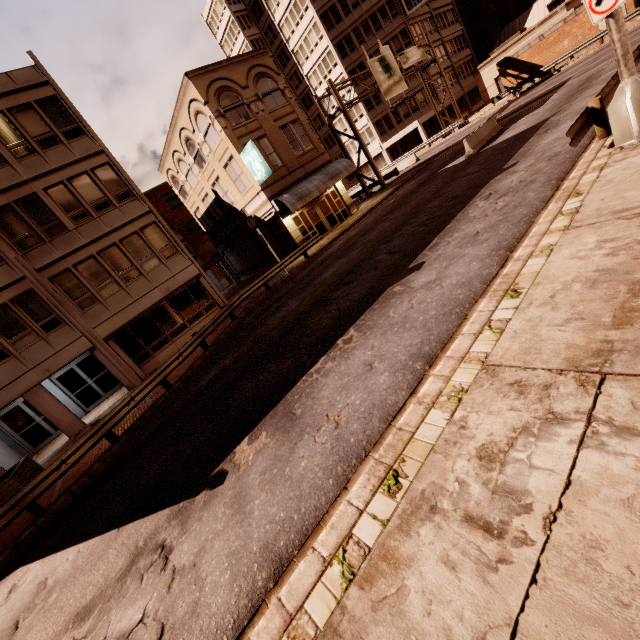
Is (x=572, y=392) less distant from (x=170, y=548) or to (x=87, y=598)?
(x=170, y=548)

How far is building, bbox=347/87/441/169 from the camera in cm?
4644

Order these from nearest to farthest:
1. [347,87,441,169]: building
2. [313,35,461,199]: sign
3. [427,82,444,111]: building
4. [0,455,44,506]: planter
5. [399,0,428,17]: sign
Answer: [0,455,44,506]: planter
[313,35,461,199]: sign
[399,0,428,17]: sign
[427,82,444,111]: building
[347,87,441,169]: building

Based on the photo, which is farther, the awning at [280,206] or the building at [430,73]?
the building at [430,73]

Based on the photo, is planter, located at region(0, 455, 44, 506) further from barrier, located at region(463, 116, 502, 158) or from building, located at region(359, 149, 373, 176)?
building, located at region(359, 149, 373, 176)

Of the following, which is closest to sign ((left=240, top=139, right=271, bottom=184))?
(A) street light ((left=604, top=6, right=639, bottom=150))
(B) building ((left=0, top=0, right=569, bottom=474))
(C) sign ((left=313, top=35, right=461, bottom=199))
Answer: (B) building ((left=0, top=0, right=569, bottom=474))

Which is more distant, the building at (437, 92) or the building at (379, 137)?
the building at (379, 137)
